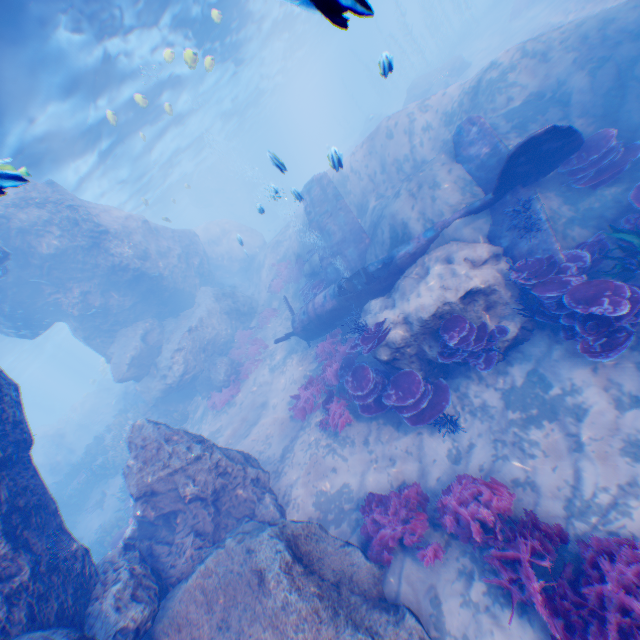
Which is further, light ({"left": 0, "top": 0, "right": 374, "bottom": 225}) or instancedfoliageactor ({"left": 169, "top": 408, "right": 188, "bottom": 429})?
instancedfoliageactor ({"left": 169, "top": 408, "right": 188, "bottom": 429})

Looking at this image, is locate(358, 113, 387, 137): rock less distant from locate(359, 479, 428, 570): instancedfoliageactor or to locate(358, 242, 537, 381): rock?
locate(358, 242, 537, 381): rock

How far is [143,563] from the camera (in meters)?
6.08

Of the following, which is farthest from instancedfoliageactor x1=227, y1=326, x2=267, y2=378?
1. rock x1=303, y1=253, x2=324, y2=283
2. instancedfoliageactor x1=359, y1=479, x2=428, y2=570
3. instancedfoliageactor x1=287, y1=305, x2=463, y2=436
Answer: instancedfoliageactor x1=359, y1=479, x2=428, y2=570

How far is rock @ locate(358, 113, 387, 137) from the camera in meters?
36.8 m

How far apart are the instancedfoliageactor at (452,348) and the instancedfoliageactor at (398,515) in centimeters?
283cm

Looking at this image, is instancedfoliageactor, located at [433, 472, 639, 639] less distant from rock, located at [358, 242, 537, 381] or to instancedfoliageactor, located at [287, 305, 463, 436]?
rock, located at [358, 242, 537, 381]

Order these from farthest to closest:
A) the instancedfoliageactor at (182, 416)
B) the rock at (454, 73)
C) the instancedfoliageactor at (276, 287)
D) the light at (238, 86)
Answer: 1. the rock at (454, 73)
2. the instancedfoliageactor at (276, 287)
3. the instancedfoliageactor at (182, 416)
4. the light at (238, 86)
